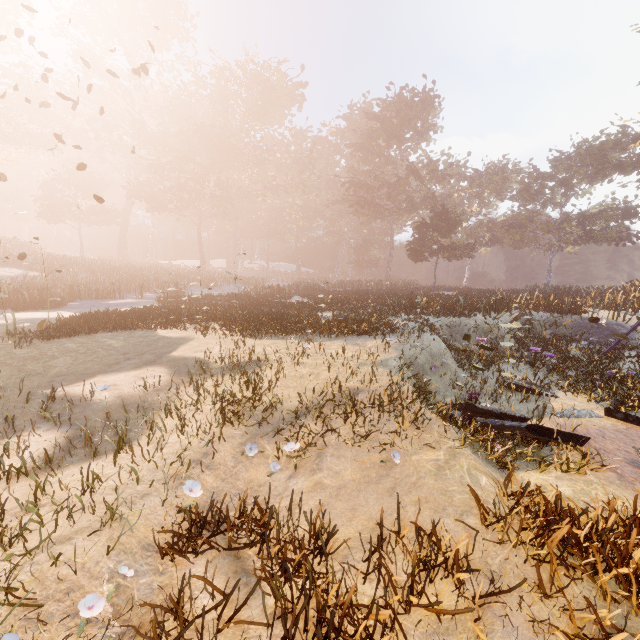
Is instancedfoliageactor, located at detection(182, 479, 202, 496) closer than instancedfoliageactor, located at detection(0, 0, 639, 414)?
Yes

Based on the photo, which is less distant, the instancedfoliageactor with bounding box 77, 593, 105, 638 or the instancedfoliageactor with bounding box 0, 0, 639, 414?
the instancedfoliageactor with bounding box 77, 593, 105, 638

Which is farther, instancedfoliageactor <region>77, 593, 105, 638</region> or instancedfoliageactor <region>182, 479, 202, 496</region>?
instancedfoliageactor <region>182, 479, 202, 496</region>

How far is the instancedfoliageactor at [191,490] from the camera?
3.8m

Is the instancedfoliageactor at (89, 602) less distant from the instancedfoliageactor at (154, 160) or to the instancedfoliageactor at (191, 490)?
the instancedfoliageactor at (191, 490)

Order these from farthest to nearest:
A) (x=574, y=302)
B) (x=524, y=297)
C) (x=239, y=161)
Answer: (x=239, y=161) < (x=524, y=297) < (x=574, y=302)

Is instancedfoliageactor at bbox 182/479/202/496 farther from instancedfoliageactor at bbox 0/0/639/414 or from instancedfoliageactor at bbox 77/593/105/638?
instancedfoliageactor at bbox 0/0/639/414
